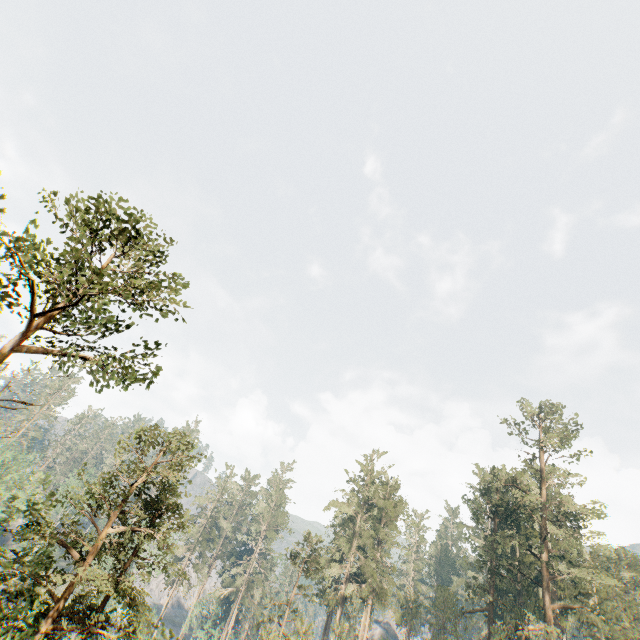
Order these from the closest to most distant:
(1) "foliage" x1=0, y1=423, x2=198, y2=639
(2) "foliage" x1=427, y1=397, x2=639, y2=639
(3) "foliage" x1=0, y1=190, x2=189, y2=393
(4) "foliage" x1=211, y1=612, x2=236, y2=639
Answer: (3) "foliage" x1=0, y1=190, x2=189, y2=393, (1) "foliage" x1=0, y1=423, x2=198, y2=639, (2) "foliage" x1=427, y1=397, x2=639, y2=639, (4) "foliage" x1=211, y1=612, x2=236, y2=639

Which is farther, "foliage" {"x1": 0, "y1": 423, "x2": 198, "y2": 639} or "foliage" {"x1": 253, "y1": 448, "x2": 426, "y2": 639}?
"foliage" {"x1": 253, "y1": 448, "x2": 426, "y2": 639}

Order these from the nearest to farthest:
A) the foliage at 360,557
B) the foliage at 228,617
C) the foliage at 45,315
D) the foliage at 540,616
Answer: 1. the foliage at 45,315
2. the foliage at 540,616
3. the foliage at 360,557
4. the foliage at 228,617

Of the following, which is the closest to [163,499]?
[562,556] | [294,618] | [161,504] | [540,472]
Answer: [161,504]

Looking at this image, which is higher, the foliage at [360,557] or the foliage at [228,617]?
the foliage at [360,557]

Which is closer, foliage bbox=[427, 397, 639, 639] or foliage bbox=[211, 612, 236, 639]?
foliage bbox=[427, 397, 639, 639]
